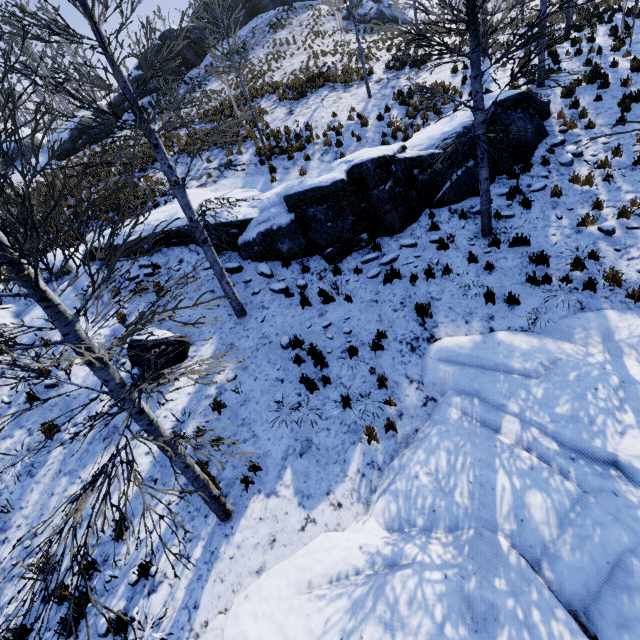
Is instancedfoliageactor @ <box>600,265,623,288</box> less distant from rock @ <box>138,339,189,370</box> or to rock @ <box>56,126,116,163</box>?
rock @ <box>138,339,189,370</box>

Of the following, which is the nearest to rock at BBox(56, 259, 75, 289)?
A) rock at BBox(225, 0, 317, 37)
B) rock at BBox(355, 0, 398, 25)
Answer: rock at BBox(225, 0, 317, 37)

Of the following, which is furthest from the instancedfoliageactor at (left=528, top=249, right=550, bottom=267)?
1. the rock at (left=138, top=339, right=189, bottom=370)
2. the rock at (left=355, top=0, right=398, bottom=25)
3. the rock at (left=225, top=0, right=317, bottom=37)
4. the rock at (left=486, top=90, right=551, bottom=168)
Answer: the rock at (left=225, top=0, right=317, bottom=37)

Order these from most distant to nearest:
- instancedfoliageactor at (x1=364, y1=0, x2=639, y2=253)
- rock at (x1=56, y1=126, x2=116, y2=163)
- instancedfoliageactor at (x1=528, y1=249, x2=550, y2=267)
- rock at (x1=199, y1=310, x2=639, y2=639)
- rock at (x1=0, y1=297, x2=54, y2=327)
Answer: rock at (x1=56, y1=126, x2=116, y2=163)
rock at (x1=0, y1=297, x2=54, y2=327)
instancedfoliageactor at (x1=528, y1=249, x2=550, y2=267)
instancedfoliageactor at (x1=364, y1=0, x2=639, y2=253)
rock at (x1=199, y1=310, x2=639, y2=639)

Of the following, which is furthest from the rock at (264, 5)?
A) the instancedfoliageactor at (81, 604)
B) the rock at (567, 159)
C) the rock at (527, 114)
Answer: the rock at (567, 159)

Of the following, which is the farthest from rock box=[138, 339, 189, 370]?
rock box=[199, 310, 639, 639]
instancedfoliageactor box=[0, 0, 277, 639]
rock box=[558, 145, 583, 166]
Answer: rock box=[558, 145, 583, 166]

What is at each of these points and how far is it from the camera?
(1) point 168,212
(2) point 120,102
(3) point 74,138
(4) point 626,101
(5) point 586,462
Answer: (1) rock, 11.31m
(2) rock, 25.28m
(3) rock, 20.80m
(4) instancedfoliageactor, 10.24m
(5) rock, 4.43m

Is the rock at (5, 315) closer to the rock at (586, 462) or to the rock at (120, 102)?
the rock at (586, 462)
